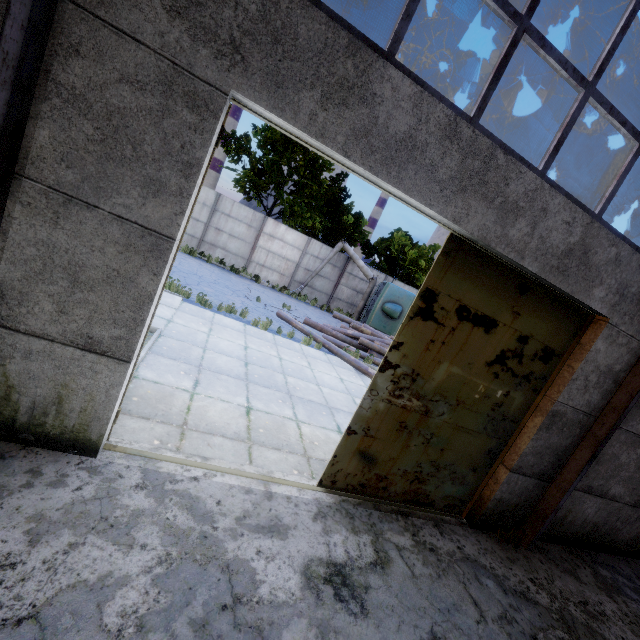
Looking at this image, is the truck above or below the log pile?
above

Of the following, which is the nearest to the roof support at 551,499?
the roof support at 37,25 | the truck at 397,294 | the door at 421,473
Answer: the door at 421,473

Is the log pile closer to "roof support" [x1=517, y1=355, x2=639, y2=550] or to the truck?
the truck

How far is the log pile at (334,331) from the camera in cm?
1366

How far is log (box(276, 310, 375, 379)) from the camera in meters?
11.0 m

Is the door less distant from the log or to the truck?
the log

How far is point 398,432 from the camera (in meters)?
4.59

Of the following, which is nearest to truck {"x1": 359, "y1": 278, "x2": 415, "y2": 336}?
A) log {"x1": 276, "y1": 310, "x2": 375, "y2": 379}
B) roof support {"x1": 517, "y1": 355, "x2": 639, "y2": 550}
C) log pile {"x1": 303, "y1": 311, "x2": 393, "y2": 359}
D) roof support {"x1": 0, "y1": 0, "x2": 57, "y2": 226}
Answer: log pile {"x1": 303, "y1": 311, "x2": 393, "y2": 359}
